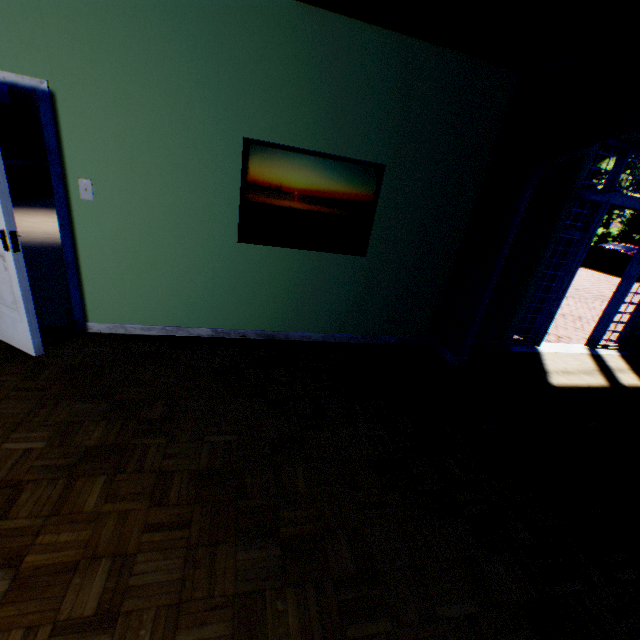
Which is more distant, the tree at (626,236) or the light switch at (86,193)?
the tree at (626,236)

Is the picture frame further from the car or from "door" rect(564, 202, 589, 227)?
the car

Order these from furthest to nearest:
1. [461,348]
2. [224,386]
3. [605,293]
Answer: [605,293] → [461,348] → [224,386]

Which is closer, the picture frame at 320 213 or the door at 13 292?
the door at 13 292

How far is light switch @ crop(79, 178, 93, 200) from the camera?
2.91m

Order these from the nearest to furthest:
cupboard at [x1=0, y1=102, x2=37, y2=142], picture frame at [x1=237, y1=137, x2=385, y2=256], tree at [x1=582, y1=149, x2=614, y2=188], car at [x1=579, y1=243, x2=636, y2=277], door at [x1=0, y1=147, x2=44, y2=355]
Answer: door at [x1=0, y1=147, x2=44, y2=355], picture frame at [x1=237, y1=137, x2=385, y2=256], cupboard at [x1=0, y1=102, x2=37, y2=142], car at [x1=579, y1=243, x2=636, y2=277], tree at [x1=582, y1=149, x2=614, y2=188]

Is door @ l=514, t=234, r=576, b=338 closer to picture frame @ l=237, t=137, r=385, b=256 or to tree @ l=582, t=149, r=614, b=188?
picture frame @ l=237, t=137, r=385, b=256

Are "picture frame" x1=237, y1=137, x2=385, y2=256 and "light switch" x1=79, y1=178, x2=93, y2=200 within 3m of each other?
yes
